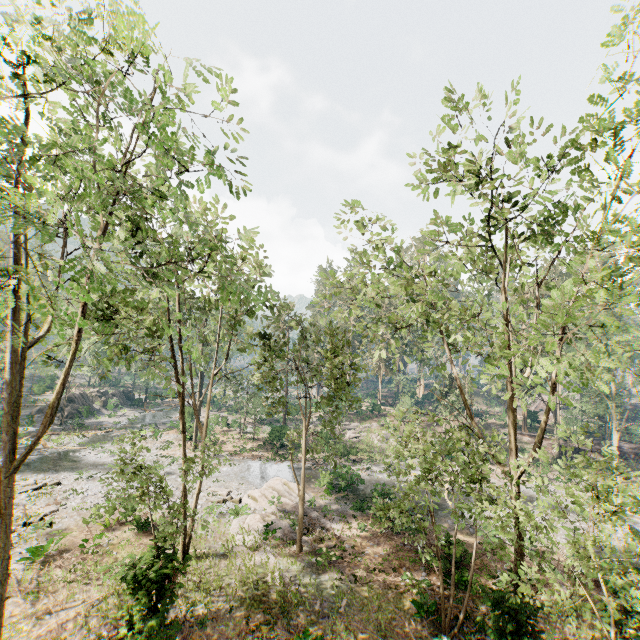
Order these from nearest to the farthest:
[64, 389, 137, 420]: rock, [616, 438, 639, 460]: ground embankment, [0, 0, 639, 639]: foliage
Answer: [0, 0, 639, 639]: foliage < [616, 438, 639, 460]: ground embankment < [64, 389, 137, 420]: rock

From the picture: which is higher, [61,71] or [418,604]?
[61,71]

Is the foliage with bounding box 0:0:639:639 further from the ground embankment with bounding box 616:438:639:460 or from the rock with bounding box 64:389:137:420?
the rock with bounding box 64:389:137:420

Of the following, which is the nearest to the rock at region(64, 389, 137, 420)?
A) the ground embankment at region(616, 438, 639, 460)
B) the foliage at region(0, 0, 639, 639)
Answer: Result: the foliage at region(0, 0, 639, 639)

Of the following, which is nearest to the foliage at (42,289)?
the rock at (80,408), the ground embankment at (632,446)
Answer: the ground embankment at (632,446)

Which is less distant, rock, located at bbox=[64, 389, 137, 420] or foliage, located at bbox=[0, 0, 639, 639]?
foliage, located at bbox=[0, 0, 639, 639]

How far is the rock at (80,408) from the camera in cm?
4341

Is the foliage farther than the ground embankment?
No
